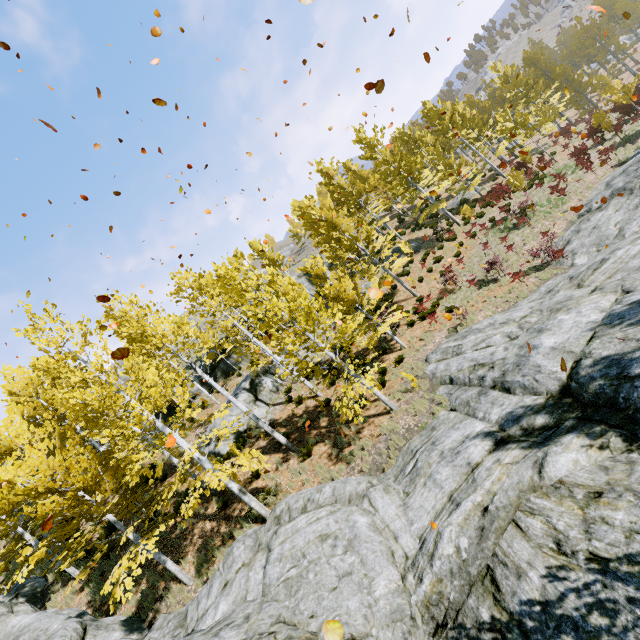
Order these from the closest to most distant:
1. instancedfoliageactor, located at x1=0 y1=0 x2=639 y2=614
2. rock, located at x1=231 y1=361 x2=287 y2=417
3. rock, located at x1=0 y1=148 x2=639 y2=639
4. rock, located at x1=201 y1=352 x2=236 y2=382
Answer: rock, located at x1=0 y1=148 x2=639 y2=639 < instancedfoliageactor, located at x1=0 y1=0 x2=639 y2=614 < rock, located at x1=231 y1=361 x2=287 y2=417 < rock, located at x1=201 y1=352 x2=236 y2=382

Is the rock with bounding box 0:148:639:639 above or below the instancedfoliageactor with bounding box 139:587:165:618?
below

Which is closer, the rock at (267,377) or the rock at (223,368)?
the rock at (267,377)

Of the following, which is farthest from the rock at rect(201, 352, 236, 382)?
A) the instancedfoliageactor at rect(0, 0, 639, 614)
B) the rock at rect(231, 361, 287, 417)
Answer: the rock at rect(231, 361, 287, 417)

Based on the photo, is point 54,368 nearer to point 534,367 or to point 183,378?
point 183,378

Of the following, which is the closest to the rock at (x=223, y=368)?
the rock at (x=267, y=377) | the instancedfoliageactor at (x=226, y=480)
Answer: the instancedfoliageactor at (x=226, y=480)

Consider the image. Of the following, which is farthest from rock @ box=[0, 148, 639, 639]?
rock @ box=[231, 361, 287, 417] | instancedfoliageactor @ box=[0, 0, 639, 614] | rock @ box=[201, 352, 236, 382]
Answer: rock @ box=[231, 361, 287, 417]
